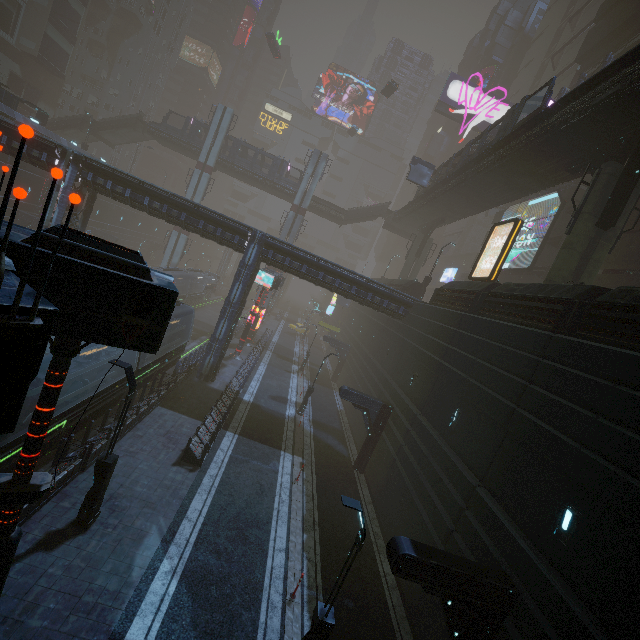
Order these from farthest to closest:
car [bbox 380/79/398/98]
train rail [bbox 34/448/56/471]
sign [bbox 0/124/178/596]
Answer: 1. car [bbox 380/79/398/98]
2. train rail [bbox 34/448/56/471]
3. sign [bbox 0/124/178/596]

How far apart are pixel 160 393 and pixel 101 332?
14.8 meters

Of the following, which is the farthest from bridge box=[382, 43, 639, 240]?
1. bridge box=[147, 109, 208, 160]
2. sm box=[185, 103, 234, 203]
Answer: sm box=[185, 103, 234, 203]

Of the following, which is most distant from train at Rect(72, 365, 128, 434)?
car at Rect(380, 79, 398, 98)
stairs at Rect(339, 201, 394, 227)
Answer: car at Rect(380, 79, 398, 98)

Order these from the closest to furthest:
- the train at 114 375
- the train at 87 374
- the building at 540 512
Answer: the building at 540 512, the train at 87 374, the train at 114 375

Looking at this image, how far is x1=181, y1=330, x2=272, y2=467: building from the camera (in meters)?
15.34

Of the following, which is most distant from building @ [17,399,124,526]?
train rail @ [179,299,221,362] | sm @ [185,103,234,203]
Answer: sm @ [185,103,234,203]

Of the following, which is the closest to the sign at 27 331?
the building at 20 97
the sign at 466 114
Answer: the building at 20 97
